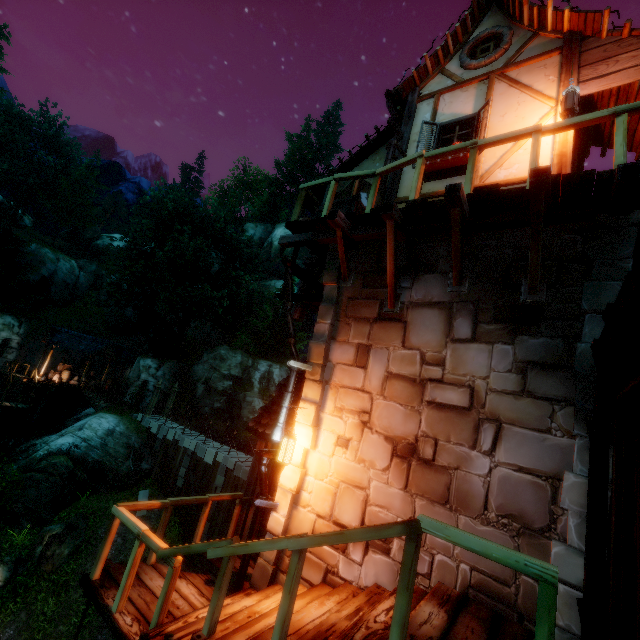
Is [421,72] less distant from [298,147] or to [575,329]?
[575,329]

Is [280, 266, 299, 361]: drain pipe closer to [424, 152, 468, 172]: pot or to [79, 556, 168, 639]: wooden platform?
[79, 556, 168, 639]: wooden platform

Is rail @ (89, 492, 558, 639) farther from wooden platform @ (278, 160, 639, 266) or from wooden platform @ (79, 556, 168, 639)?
wooden platform @ (278, 160, 639, 266)

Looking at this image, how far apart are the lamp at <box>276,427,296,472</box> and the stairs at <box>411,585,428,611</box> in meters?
1.5 m

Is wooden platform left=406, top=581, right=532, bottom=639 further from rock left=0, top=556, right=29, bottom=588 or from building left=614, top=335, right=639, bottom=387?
rock left=0, top=556, right=29, bottom=588

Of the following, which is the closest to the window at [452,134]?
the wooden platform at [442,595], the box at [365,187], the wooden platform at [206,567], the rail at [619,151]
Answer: the box at [365,187]

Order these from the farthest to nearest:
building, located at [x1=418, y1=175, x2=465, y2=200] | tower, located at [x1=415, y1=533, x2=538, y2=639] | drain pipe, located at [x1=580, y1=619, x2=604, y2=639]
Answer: building, located at [x1=418, y1=175, x2=465, y2=200]
tower, located at [x1=415, y1=533, x2=538, y2=639]
drain pipe, located at [x1=580, y1=619, x2=604, y2=639]

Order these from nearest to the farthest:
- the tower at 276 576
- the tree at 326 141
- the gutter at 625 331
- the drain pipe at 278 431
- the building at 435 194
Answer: the gutter at 625 331, the tower at 276 576, the drain pipe at 278 431, the building at 435 194, the tree at 326 141
